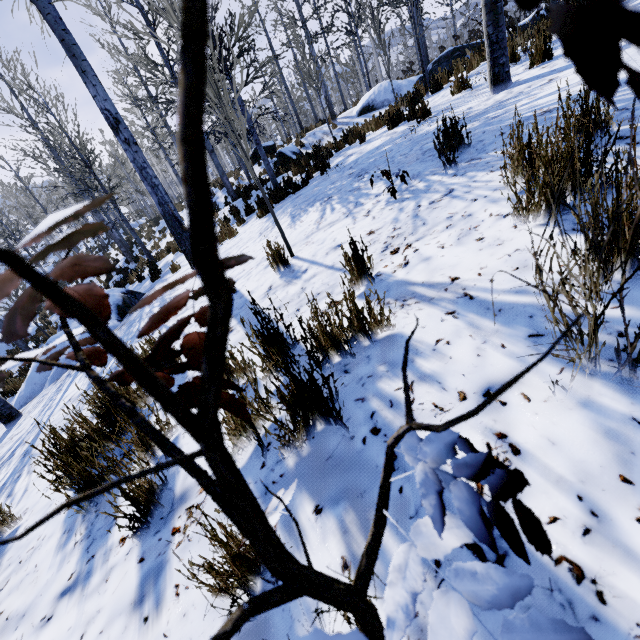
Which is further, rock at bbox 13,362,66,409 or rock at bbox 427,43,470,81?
rock at bbox 427,43,470,81

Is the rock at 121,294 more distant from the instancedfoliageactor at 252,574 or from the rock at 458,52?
the rock at 458,52

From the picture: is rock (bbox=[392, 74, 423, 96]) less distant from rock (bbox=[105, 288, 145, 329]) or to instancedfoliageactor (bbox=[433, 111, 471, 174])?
instancedfoliageactor (bbox=[433, 111, 471, 174])

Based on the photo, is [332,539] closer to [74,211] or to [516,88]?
[74,211]

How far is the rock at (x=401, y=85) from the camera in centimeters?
1379cm

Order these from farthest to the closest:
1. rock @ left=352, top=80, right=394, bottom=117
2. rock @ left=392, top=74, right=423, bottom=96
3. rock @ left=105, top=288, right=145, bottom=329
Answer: rock @ left=352, top=80, right=394, bottom=117, rock @ left=392, top=74, right=423, bottom=96, rock @ left=105, top=288, right=145, bottom=329

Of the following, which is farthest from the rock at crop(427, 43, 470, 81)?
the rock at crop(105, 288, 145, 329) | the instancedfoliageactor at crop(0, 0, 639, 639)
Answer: the rock at crop(105, 288, 145, 329)
